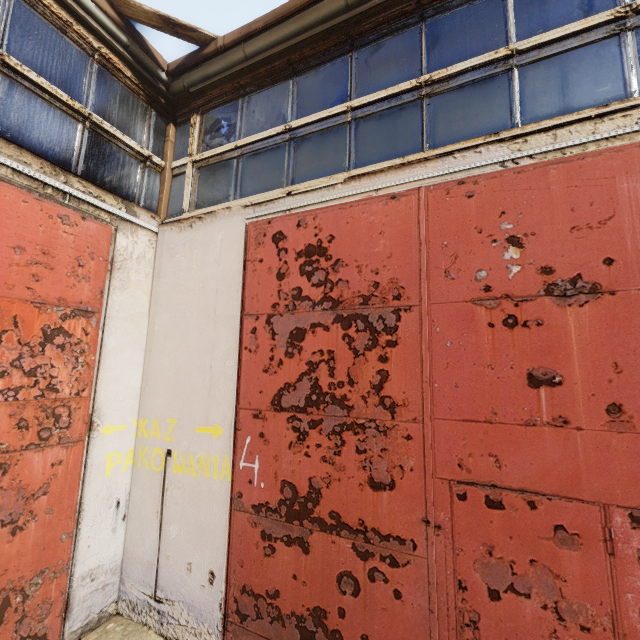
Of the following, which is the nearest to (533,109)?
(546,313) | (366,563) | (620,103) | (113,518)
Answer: (620,103)
